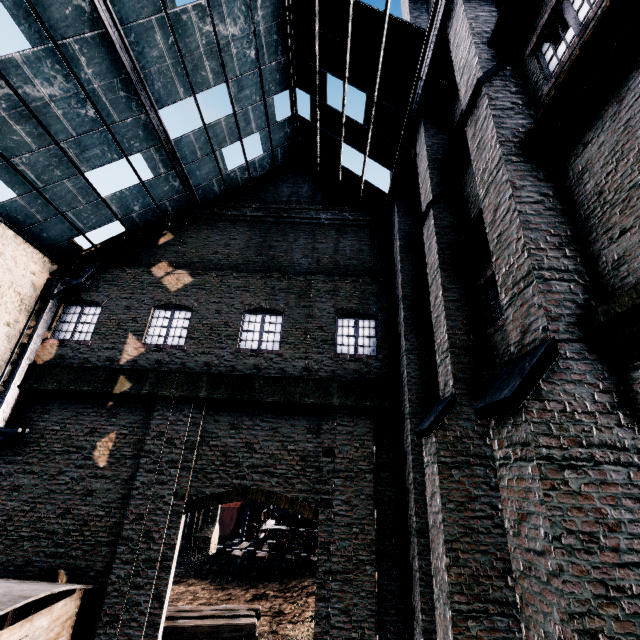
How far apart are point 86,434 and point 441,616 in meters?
11.9

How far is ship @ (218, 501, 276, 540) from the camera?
42.9m

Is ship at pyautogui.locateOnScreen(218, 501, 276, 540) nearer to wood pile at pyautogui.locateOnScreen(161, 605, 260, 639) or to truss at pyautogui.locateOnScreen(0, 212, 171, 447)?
wood pile at pyautogui.locateOnScreen(161, 605, 260, 639)

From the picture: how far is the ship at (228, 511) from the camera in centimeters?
4288cm

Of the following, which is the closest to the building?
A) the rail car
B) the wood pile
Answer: the wood pile

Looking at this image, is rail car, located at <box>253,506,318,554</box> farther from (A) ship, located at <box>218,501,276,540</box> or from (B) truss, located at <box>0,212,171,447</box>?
(B) truss, located at <box>0,212,171,447</box>

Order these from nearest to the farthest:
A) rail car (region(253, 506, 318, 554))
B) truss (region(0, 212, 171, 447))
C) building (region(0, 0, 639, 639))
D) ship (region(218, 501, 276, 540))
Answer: building (region(0, 0, 639, 639))
truss (region(0, 212, 171, 447))
rail car (region(253, 506, 318, 554))
ship (region(218, 501, 276, 540))

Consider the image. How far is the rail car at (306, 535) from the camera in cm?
2450
